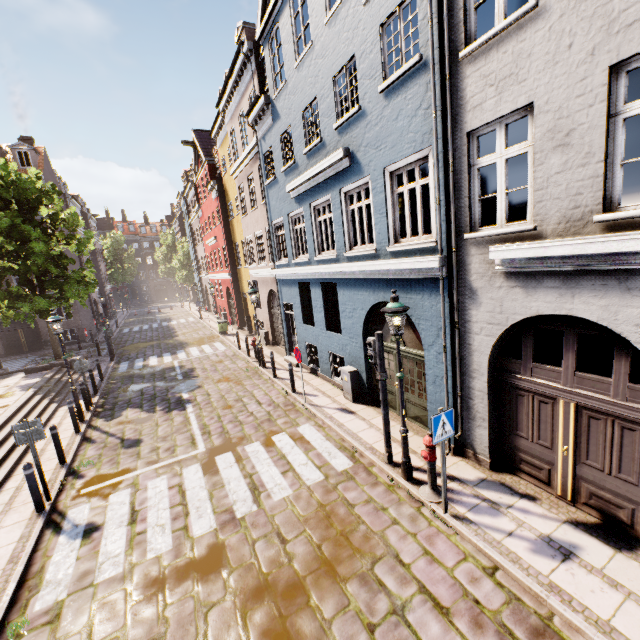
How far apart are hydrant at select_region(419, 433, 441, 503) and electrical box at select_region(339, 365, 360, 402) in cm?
413

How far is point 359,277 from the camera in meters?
9.1 m

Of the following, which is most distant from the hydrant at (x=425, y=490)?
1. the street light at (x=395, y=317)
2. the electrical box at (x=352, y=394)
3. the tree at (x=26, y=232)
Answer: the tree at (x=26, y=232)

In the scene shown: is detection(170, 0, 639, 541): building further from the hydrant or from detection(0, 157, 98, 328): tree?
detection(0, 157, 98, 328): tree

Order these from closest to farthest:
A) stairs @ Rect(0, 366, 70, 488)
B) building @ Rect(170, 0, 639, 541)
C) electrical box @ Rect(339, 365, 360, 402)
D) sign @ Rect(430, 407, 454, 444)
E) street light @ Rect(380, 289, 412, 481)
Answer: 1. building @ Rect(170, 0, 639, 541)
2. sign @ Rect(430, 407, 454, 444)
3. street light @ Rect(380, 289, 412, 481)
4. stairs @ Rect(0, 366, 70, 488)
5. electrical box @ Rect(339, 365, 360, 402)

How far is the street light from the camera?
5.8 meters

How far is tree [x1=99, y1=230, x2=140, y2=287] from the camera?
54.12m

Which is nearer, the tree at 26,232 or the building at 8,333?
the tree at 26,232
